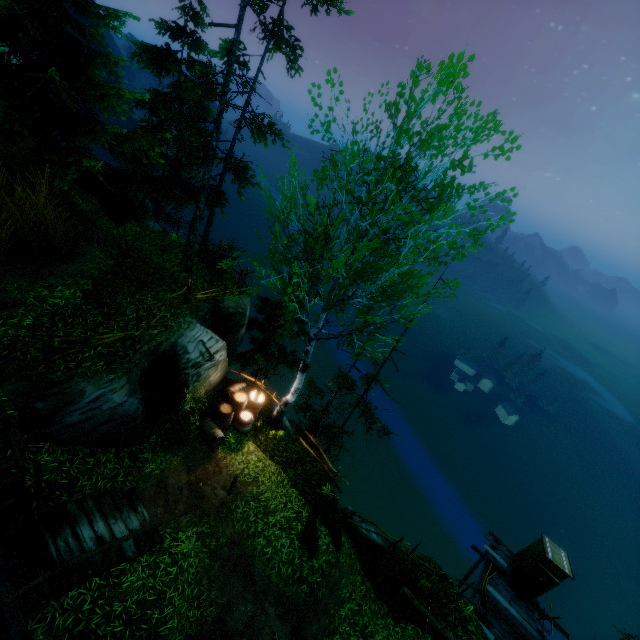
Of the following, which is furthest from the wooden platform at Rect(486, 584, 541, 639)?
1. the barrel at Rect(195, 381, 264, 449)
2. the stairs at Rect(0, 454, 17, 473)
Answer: the stairs at Rect(0, 454, 17, 473)

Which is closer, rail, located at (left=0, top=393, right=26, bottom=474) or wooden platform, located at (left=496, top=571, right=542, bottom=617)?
rail, located at (left=0, top=393, right=26, bottom=474)

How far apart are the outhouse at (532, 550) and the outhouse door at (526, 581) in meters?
0.0

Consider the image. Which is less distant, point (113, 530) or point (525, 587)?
point (113, 530)

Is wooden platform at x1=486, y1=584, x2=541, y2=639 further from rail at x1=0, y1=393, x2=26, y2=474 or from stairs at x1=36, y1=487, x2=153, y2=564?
rail at x1=0, y1=393, x2=26, y2=474

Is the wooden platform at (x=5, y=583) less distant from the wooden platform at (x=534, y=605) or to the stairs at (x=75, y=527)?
the stairs at (x=75, y=527)

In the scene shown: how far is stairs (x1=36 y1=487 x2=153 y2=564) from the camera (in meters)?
7.02

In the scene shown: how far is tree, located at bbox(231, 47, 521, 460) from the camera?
7.3m
